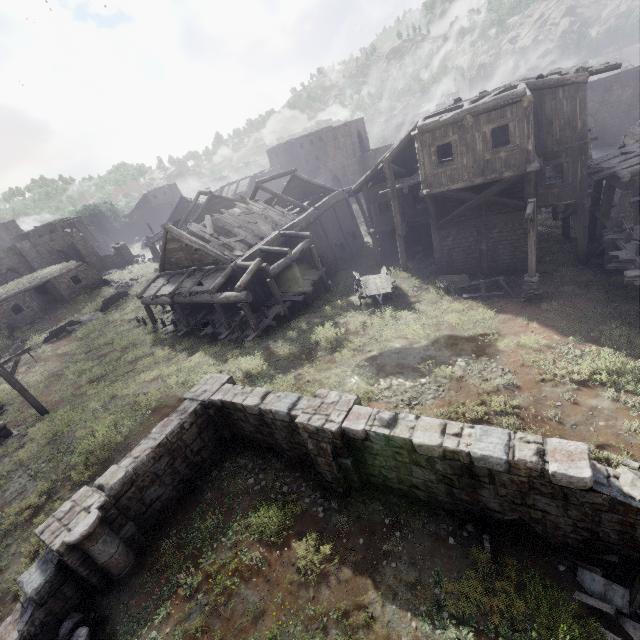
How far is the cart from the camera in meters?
18.4

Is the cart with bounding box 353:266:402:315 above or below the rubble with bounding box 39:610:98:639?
below

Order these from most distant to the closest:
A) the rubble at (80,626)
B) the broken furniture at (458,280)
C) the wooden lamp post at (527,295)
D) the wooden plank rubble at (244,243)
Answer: the wooden plank rubble at (244,243) < the broken furniture at (458,280) < the wooden lamp post at (527,295) < the rubble at (80,626)

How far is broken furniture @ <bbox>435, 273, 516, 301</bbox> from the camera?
16.48m

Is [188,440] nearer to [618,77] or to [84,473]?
[84,473]

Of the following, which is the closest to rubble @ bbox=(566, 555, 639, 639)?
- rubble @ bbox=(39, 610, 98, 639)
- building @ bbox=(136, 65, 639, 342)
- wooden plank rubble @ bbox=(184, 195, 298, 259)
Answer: building @ bbox=(136, 65, 639, 342)

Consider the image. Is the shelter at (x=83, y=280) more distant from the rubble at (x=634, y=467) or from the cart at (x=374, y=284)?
the rubble at (x=634, y=467)

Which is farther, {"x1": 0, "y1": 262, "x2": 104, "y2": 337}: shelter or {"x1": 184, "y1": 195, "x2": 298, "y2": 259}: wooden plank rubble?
{"x1": 0, "y1": 262, "x2": 104, "y2": 337}: shelter
